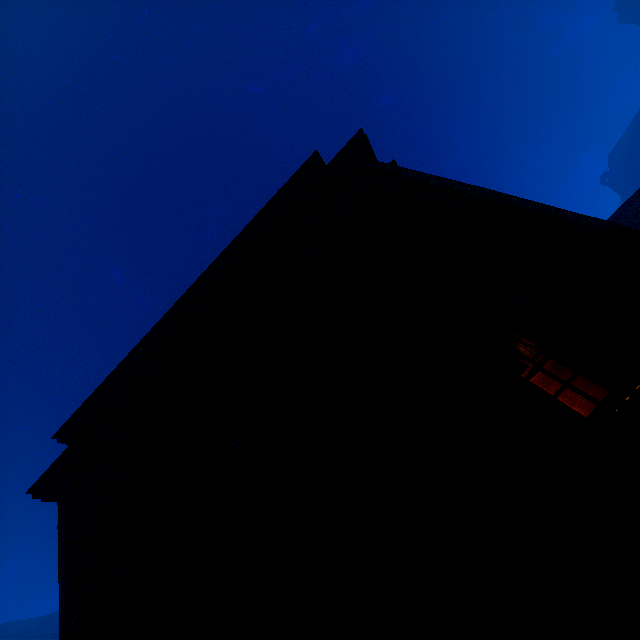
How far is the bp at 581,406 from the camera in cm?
562

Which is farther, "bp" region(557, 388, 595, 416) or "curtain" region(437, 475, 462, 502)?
"bp" region(557, 388, 595, 416)

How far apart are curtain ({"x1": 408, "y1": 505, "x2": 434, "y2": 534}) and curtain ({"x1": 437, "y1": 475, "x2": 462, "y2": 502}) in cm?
37

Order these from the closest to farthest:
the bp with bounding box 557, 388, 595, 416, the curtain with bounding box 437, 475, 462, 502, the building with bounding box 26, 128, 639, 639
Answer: the building with bounding box 26, 128, 639, 639 < the curtain with bounding box 437, 475, 462, 502 < the bp with bounding box 557, 388, 595, 416

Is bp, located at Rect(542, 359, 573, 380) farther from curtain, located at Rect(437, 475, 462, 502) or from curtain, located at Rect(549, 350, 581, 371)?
curtain, located at Rect(437, 475, 462, 502)

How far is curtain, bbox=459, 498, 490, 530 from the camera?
3.4 meters

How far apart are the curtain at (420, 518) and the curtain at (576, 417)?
1.77m

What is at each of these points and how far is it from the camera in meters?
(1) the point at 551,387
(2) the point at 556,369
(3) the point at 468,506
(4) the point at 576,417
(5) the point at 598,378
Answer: (1) bp, 6.0 m
(2) bp, 6.2 m
(3) curtain, 3.6 m
(4) curtain, 3.5 m
(5) curtain, 3.5 m
